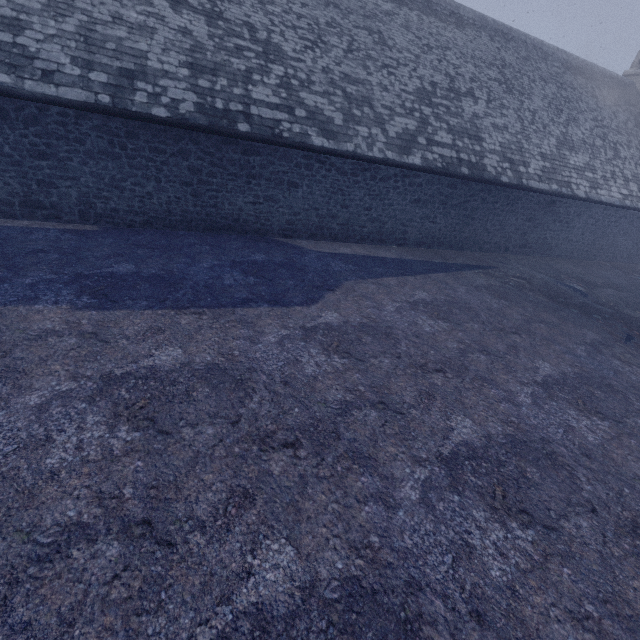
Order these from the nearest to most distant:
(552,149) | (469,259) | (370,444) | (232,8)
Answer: (370,444) < (232,8) < (469,259) < (552,149)
